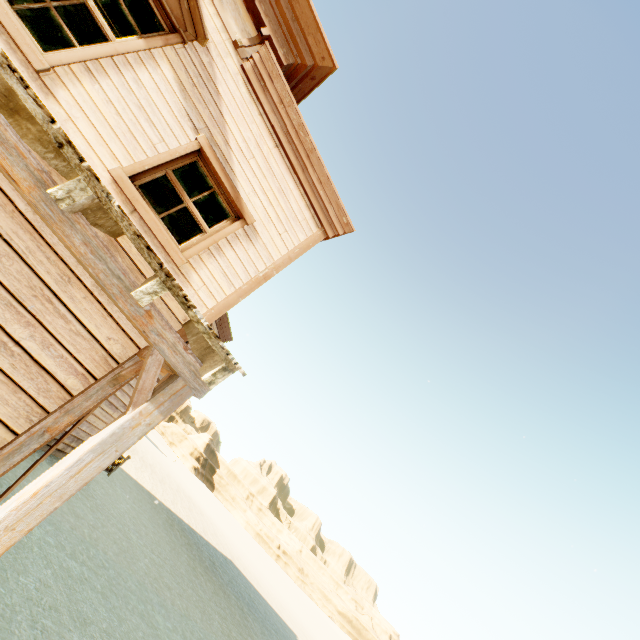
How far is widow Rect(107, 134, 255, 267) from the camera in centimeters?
382cm

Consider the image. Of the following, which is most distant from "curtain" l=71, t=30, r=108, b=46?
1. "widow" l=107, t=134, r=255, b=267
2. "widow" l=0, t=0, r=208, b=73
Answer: "widow" l=107, t=134, r=255, b=267

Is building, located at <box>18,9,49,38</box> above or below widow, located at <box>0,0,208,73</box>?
above

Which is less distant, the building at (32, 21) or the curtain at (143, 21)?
the curtain at (143, 21)

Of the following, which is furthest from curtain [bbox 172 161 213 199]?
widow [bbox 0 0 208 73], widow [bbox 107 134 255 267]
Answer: widow [bbox 0 0 208 73]

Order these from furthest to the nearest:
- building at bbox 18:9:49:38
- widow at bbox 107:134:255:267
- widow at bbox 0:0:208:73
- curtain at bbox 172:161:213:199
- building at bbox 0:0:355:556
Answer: building at bbox 18:9:49:38
curtain at bbox 172:161:213:199
widow at bbox 107:134:255:267
widow at bbox 0:0:208:73
building at bbox 0:0:355:556

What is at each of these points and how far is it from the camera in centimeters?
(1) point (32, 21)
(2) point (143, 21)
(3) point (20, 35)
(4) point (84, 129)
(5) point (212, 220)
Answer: (1) building, 750cm
(2) curtain, 410cm
(3) widow, 318cm
(4) building, 355cm
(5) curtain, 469cm

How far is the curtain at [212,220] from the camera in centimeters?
457cm
